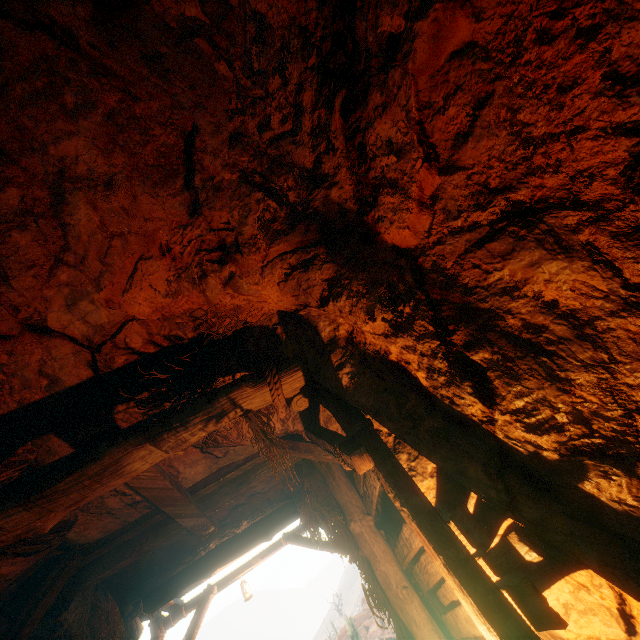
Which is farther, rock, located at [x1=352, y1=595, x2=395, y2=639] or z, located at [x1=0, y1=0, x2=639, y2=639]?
rock, located at [x1=352, y1=595, x2=395, y2=639]

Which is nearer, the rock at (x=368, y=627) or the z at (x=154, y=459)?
the z at (x=154, y=459)

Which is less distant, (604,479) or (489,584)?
(604,479)
